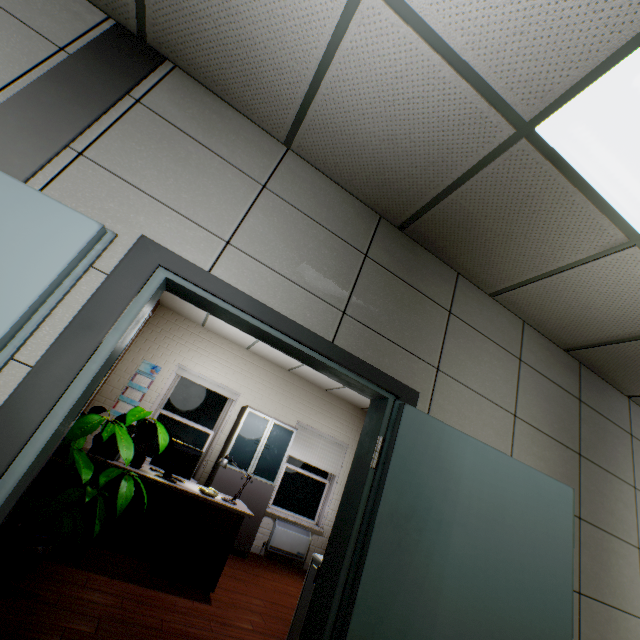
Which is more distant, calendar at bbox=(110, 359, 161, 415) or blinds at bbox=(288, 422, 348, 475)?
blinds at bbox=(288, 422, 348, 475)

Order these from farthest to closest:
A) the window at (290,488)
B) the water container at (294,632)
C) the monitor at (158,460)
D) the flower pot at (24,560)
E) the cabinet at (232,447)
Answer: the window at (290,488), the cabinet at (232,447), the monitor at (158,460), the flower pot at (24,560), the water container at (294,632)

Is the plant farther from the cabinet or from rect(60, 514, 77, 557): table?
the cabinet

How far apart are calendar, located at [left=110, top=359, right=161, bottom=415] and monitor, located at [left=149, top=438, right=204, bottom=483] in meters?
2.2

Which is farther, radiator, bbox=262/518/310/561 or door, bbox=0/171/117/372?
radiator, bbox=262/518/310/561

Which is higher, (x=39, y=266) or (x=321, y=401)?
(x=321, y=401)

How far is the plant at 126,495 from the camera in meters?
2.6 m

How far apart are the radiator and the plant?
3.94m
